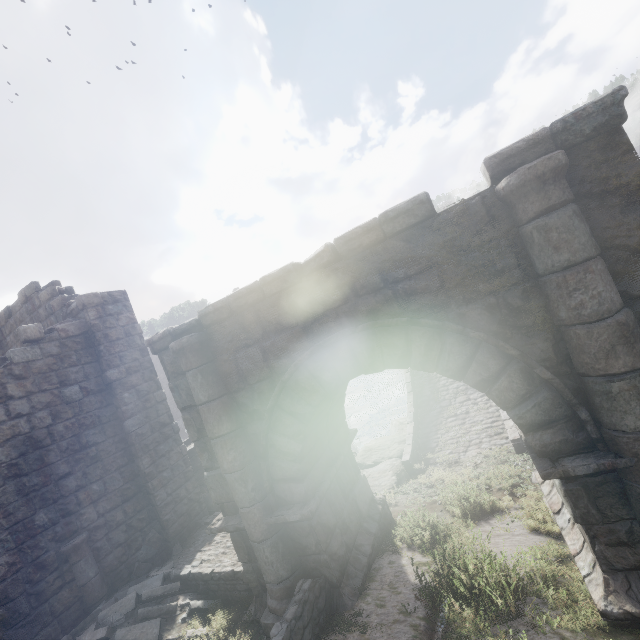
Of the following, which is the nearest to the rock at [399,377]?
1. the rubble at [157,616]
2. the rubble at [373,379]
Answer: the rubble at [373,379]

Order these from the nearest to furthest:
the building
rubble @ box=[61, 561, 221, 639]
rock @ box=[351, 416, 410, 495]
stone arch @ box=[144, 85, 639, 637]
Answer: stone arch @ box=[144, 85, 639, 637]
rubble @ box=[61, 561, 221, 639]
the building
rock @ box=[351, 416, 410, 495]

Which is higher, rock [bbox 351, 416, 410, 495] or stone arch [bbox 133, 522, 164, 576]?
stone arch [bbox 133, 522, 164, 576]

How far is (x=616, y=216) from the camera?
3.51m

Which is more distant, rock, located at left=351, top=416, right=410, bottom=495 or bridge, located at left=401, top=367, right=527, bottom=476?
bridge, located at left=401, top=367, right=527, bottom=476

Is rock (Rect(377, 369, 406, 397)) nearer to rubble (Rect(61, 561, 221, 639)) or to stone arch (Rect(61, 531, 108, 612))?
stone arch (Rect(61, 531, 108, 612))

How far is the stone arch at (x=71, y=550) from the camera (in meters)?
7.00

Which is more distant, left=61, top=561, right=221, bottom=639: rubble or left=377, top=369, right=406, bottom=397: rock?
left=377, top=369, right=406, bottom=397: rock
